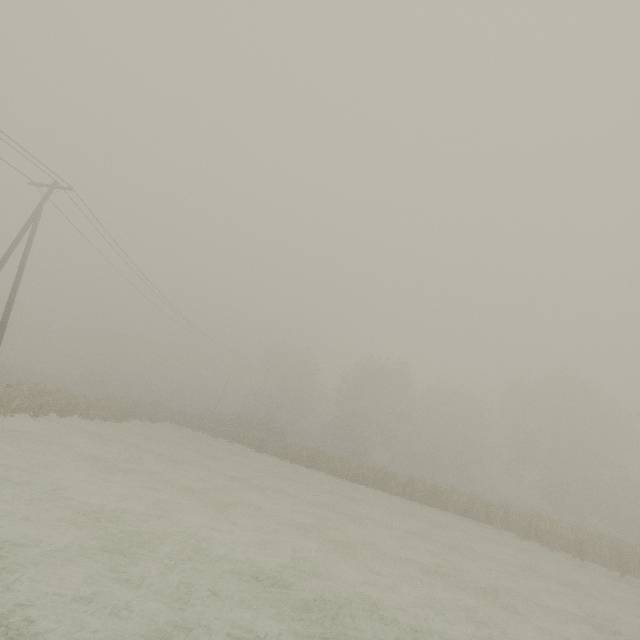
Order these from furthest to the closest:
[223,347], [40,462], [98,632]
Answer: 1. [223,347]
2. [40,462]
3. [98,632]
